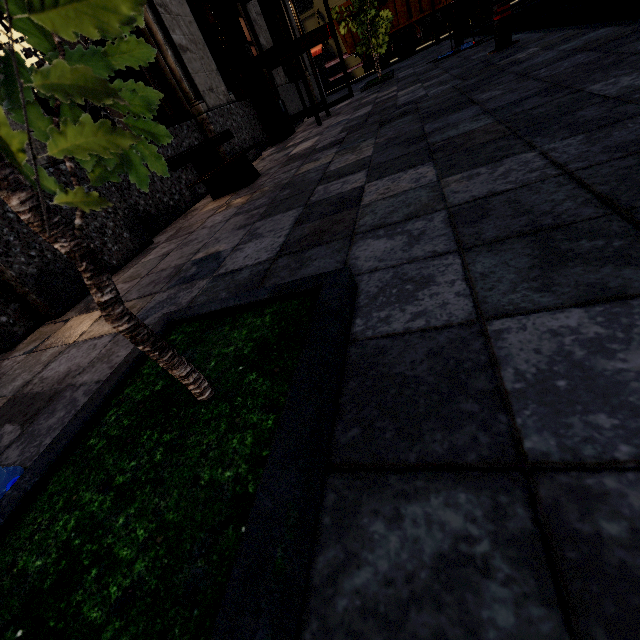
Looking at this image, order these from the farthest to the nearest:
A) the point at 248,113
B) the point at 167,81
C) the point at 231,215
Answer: the point at 248,113, the point at 167,81, the point at 231,215

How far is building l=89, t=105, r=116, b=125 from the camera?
3.72m

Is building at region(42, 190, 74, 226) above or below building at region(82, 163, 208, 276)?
above

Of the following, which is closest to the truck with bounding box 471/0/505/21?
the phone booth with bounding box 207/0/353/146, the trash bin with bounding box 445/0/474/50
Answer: the trash bin with bounding box 445/0/474/50

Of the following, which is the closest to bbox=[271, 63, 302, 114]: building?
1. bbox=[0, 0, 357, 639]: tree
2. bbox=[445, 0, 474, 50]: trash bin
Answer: bbox=[0, 0, 357, 639]: tree

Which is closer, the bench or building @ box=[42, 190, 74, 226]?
building @ box=[42, 190, 74, 226]

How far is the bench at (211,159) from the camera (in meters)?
3.75

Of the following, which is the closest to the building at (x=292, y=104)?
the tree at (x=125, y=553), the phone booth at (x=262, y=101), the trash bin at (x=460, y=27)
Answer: the phone booth at (x=262, y=101)
